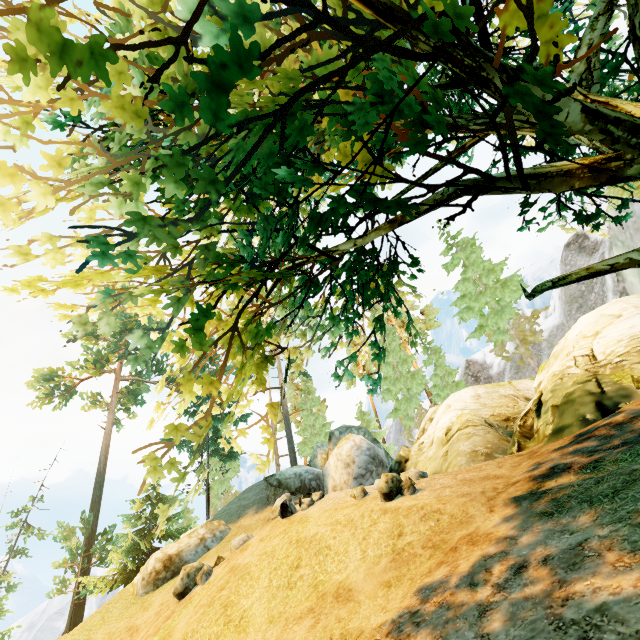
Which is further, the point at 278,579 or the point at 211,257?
the point at 278,579

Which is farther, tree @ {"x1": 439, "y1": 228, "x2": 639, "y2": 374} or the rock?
the rock

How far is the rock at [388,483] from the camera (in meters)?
11.14

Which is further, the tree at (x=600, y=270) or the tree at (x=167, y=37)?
the tree at (x=600, y=270)

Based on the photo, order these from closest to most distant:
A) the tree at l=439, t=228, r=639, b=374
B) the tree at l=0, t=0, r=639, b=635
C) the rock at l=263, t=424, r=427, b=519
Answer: the tree at l=0, t=0, r=639, b=635 < the tree at l=439, t=228, r=639, b=374 < the rock at l=263, t=424, r=427, b=519

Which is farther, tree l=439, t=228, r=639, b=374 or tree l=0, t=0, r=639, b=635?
tree l=439, t=228, r=639, b=374

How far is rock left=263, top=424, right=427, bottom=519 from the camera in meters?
11.1 m
